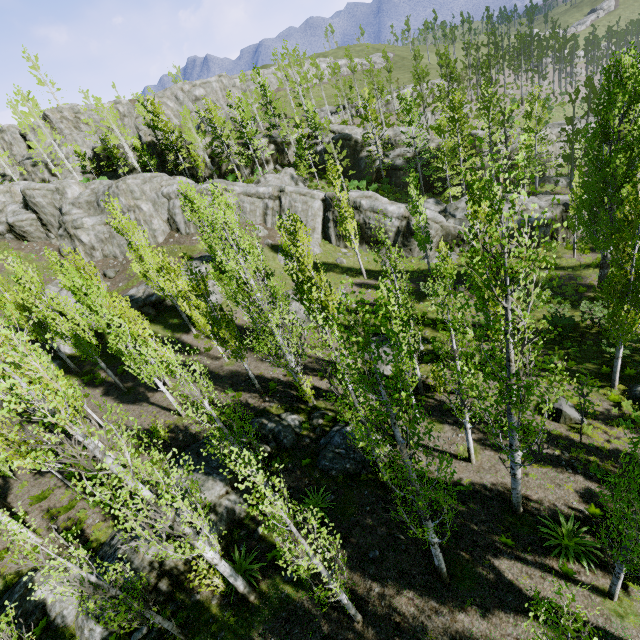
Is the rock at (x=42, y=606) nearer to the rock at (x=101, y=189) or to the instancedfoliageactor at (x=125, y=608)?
the instancedfoliageactor at (x=125, y=608)

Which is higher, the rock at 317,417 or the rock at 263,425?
the rock at 263,425

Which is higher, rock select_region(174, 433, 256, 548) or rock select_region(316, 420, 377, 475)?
rock select_region(174, 433, 256, 548)

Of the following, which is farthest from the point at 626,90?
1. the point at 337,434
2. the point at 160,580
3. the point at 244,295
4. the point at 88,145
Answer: the point at 88,145

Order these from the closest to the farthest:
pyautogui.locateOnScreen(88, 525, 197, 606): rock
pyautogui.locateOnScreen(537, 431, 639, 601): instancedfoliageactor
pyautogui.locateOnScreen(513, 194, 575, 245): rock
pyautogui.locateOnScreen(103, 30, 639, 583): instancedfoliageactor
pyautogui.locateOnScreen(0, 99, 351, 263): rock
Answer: pyautogui.locateOnScreen(537, 431, 639, 601): instancedfoliageactor < pyautogui.locateOnScreen(103, 30, 639, 583): instancedfoliageactor < pyautogui.locateOnScreen(88, 525, 197, 606): rock < pyautogui.locateOnScreen(513, 194, 575, 245): rock < pyautogui.locateOnScreen(0, 99, 351, 263): rock

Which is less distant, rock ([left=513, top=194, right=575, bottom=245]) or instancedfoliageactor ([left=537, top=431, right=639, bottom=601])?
instancedfoliageactor ([left=537, top=431, right=639, bottom=601])

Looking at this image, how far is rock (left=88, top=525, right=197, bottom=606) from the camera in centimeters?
1162cm

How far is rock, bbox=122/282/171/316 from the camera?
29.58m
